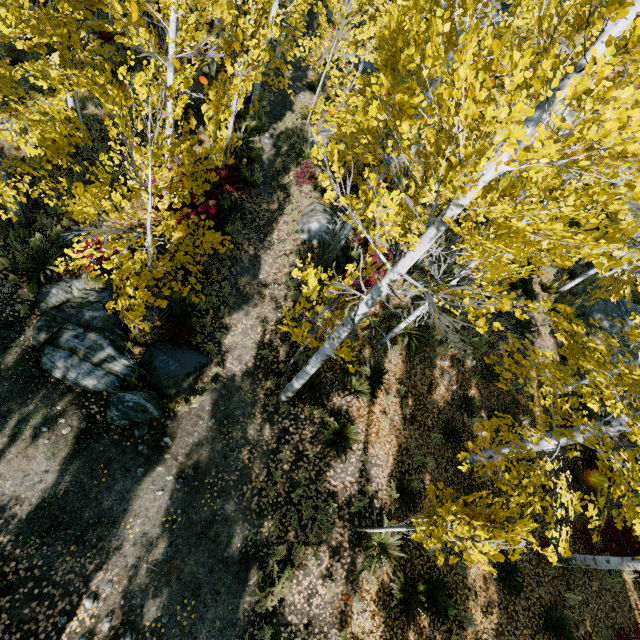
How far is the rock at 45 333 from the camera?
6.9m

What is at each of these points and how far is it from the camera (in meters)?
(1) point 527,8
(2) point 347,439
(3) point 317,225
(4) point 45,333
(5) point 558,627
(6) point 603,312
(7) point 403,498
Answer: (1) instancedfoliageactor, 11.84
(2) instancedfoliageactor, 7.96
(3) rock, 11.59
(4) rock, 6.93
(5) instancedfoliageactor, 7.54
(6) rock, 15.09
(7) instancedfoliageactor, 7.80

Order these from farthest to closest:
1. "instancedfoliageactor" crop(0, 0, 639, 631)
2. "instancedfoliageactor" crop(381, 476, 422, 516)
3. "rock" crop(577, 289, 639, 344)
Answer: "rock" crop(577, 289, 639, 344) → "instancedfoliageactor" crop(381, 476, 422, 516) → "instancedfoliageactor" crop(0, 0, 639, 631)

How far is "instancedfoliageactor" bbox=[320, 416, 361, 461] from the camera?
7.8 meters

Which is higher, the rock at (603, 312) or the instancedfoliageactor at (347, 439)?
the rock at (603, 312)

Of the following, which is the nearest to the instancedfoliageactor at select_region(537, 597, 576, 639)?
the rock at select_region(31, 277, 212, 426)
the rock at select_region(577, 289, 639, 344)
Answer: the rock at select_region(577, 289, 639, 344)

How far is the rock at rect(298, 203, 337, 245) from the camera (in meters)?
11.54
